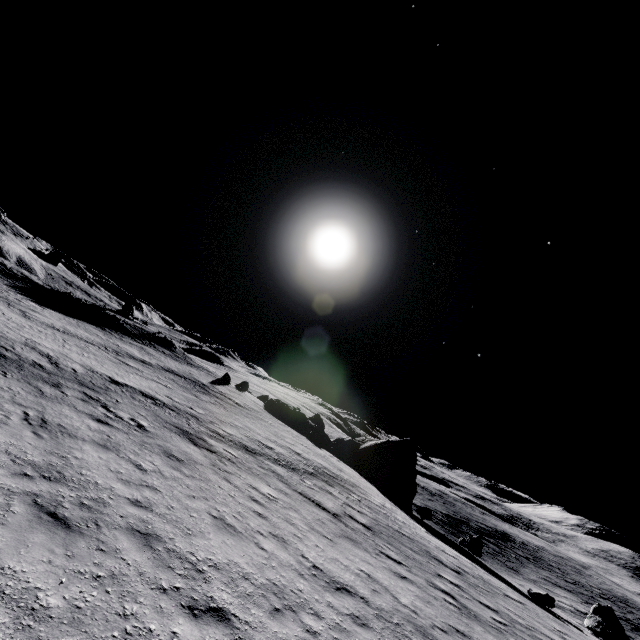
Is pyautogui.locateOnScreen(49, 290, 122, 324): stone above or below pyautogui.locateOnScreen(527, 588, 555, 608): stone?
above

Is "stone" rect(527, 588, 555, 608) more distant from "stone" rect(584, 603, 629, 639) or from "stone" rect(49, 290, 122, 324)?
"stone" rect(49, 290, 122, 324)

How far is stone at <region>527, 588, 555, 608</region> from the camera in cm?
1745

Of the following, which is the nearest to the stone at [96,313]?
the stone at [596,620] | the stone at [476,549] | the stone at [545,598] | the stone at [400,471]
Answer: the stone at [400,471]

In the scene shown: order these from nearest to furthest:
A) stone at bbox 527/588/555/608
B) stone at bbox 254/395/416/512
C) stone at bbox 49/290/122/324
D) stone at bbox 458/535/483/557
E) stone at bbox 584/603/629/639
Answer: stone at bbox 527/588/555/608
stone at bbox 584/603/629/639
stone at bbox 458/535/483/557
stone at bbox 254/395/416/512
stone at bbox 49/290/122/324

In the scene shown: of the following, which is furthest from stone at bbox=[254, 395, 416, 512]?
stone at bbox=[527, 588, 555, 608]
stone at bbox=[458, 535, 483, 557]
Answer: stone at bbox=[527, 588, 555, 608]

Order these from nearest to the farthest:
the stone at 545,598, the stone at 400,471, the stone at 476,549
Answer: the stone at 545,598
the stone at 476,549
the stone at 400,471

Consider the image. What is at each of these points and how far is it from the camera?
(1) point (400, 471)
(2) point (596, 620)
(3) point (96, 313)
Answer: (1) stone, 34.0 meters
(2) stone, 19.3 meters
(3) stone, 41.4 meters
